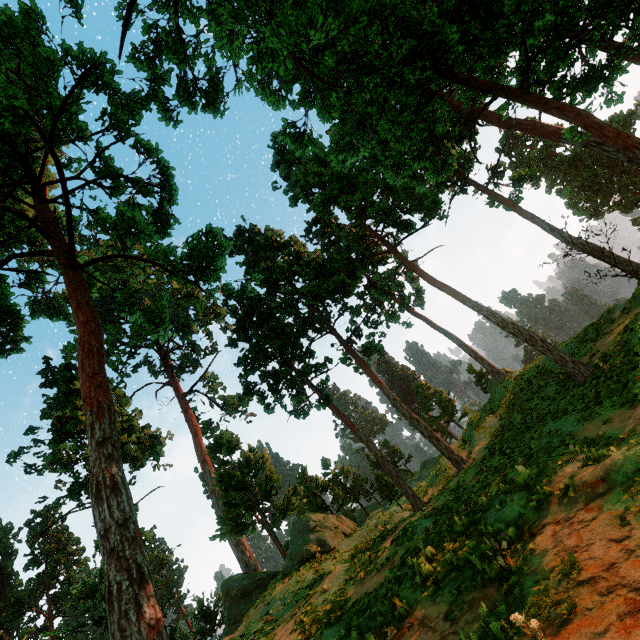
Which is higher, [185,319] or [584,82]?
[185,319]
